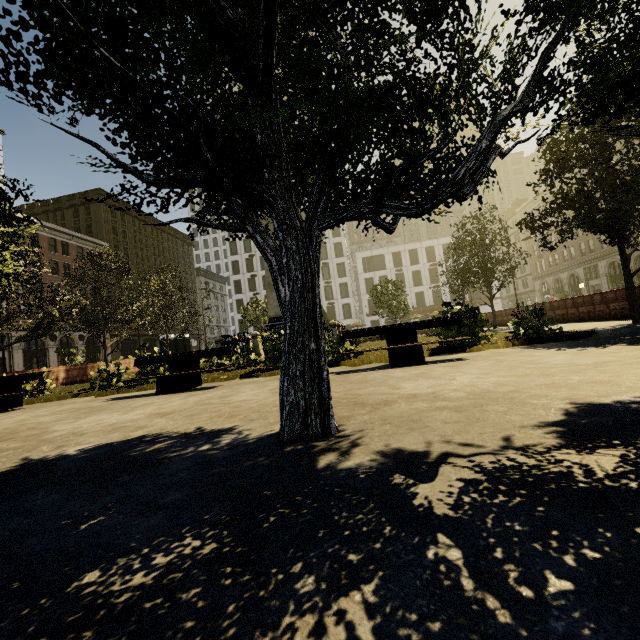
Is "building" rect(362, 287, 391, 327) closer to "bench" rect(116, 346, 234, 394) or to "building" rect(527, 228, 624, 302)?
"building" rect(527, 228, 624, 302)

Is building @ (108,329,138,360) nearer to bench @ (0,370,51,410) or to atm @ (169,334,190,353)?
atm @ (169,334,190,353)

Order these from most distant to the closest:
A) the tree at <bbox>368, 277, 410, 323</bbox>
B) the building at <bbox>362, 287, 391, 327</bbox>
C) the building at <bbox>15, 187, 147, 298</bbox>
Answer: the building at <bbox>362, 287, 391, 327</bbox>, the building at <bbox>15, 187, 147, 298</bbox>, the tree at <bbox>368, 277, 410, 323</bbox>

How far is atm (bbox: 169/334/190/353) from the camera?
32.0 meters

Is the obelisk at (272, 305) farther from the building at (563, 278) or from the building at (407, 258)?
the building at (407, 258)

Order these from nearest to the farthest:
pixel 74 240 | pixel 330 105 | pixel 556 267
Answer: pixel 330 105
pixel 74 240
pixel 556 267

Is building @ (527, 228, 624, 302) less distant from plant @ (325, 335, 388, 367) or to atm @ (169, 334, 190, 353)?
atm @ (169, 334, 190, 353)

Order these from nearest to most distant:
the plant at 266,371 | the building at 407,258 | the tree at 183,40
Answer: the tree at 183,40, the plant at 266,371, the building at 407,258
